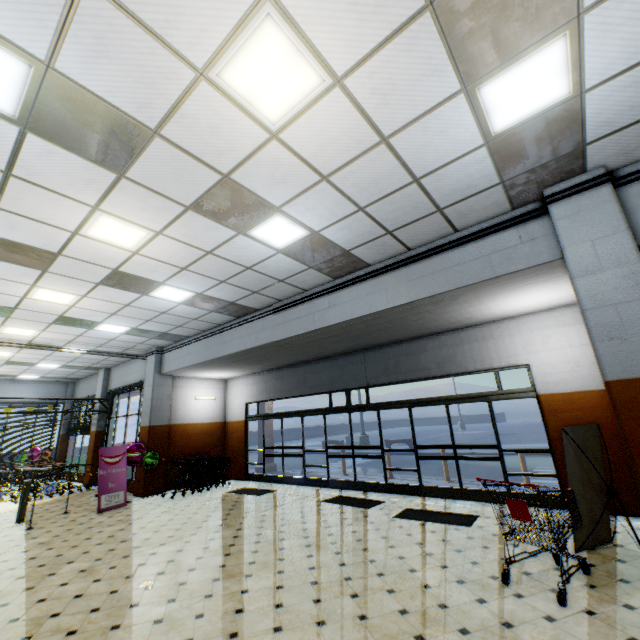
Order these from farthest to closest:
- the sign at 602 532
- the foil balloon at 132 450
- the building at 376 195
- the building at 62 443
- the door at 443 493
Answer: the building at 62 443 → the foil balloon at 132 450 → the door at 443 493 → the sign at 602 532 → the building at 376 195

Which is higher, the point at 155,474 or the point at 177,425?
the point at 177,425

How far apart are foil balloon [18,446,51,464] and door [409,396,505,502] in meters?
17.5

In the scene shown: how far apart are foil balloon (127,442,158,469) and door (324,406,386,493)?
5.6m

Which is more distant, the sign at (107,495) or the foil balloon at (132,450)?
the foil balloon at (132,450)

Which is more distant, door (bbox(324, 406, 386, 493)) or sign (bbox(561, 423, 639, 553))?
door (bbox(324, 406, 386, 493))

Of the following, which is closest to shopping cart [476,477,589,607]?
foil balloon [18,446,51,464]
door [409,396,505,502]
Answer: door [409,396,505,502]

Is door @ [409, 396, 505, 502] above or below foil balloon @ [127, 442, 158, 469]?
below
